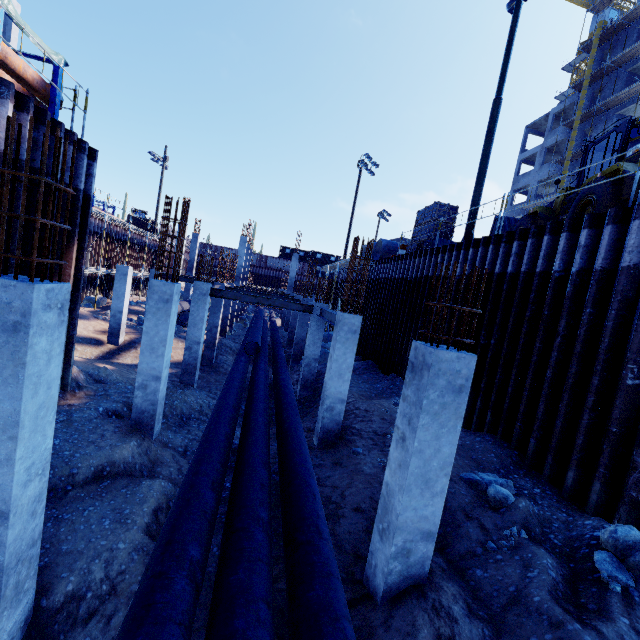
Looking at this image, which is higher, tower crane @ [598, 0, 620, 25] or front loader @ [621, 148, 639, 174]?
tower crane @ [598, 0, 620, 25]

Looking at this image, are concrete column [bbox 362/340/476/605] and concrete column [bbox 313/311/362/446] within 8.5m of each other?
yes

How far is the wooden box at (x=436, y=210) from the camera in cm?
1583

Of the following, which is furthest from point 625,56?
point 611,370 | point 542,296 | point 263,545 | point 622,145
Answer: point 263,545

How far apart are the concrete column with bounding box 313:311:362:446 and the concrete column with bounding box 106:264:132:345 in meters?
13.3 m

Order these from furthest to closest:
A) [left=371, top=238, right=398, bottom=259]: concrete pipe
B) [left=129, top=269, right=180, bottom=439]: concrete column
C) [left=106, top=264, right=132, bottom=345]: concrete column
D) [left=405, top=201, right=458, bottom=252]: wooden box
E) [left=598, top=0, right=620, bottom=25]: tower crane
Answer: Answer:
[left=598, top=0, right=620, bottom=25]: tower crane
[left=371, top=238, right=398, bottom=259]: concrete pipe
[left=106, top=264, right=132, bottom=345]: concrete column
[left=405, top=201, right=458, bottom=252]: wooden box
[left=129, top=269, right=180, bottom=439]: concrete column

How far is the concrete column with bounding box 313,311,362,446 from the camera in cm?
897

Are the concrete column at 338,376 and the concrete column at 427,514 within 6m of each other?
yes
